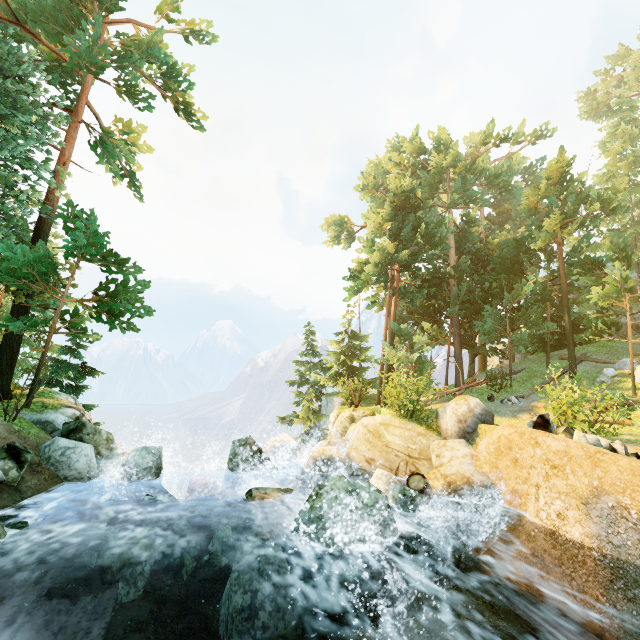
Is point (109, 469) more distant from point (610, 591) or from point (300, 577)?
point (610, 591)

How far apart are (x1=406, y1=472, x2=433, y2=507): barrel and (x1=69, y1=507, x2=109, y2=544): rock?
8.0m

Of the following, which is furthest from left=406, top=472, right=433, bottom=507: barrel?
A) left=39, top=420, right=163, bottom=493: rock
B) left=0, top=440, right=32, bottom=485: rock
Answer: left=0, top=440, right=32, bottom=485: rock

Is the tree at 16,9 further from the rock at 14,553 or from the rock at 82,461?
the rock at 14,553

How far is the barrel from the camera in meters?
9.4

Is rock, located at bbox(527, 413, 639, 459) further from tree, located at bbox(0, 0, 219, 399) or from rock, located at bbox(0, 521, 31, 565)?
rock, located at bbox(0, 521, 31, 565)

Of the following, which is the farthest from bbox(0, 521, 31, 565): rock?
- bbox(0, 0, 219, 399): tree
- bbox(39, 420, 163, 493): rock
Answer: bbox(0, 0, 219, 399): tree

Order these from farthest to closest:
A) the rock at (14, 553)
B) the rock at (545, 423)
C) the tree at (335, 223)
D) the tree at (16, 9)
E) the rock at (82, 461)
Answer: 1. the tree at (335, 223)
2. the tree at (16, 9)
3. the rock at (82, 461)
4. the rock at (545, 423)
5. the rock at (14, 553)
